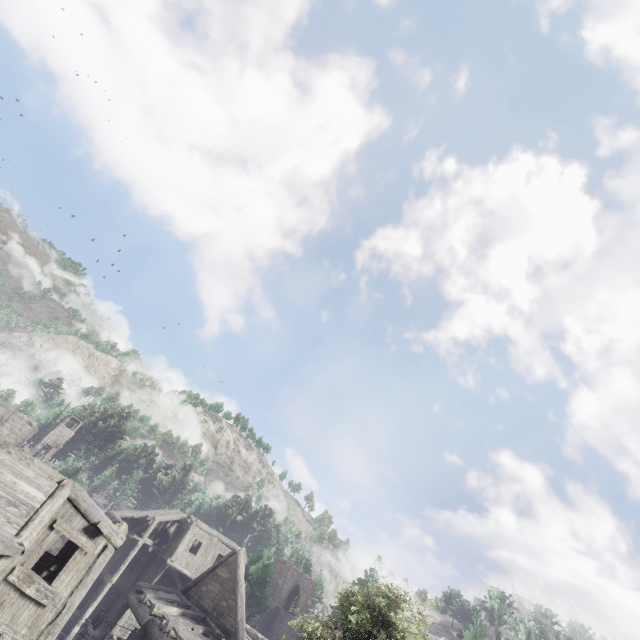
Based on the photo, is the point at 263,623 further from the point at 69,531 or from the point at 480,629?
the point at 69,531
